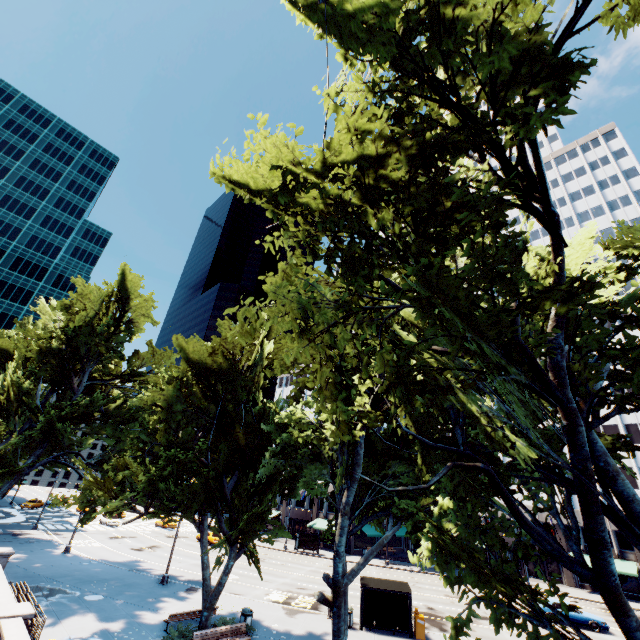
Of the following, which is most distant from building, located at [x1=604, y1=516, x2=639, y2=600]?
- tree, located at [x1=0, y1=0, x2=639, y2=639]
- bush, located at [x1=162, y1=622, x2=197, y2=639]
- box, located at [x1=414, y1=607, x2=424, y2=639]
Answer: bush, located at [x1=162, y1=622, x2=197, y2=639]

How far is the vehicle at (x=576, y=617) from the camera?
25.5m

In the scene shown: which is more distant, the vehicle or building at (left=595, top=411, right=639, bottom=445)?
building at (left=595, top=411, right=639, bottom=445)

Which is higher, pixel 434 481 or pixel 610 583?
pixel 434 481

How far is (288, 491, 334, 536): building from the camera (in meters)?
52.09

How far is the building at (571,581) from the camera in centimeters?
4131cm

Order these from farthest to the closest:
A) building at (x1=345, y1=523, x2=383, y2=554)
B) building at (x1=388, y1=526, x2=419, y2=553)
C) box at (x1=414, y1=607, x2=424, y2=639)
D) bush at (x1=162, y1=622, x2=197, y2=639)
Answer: building at (x1=388, y1=526, x2=419, y2=553) < building at (x1=345, y1=523, x2=383, y2=554) < box at (x1=414, y1=607, x2=424, y2=639) < bush at (x1=162, y1=622, x2=197, y2=639)

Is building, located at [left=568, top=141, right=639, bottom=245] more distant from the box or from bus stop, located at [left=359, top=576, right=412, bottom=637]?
the box
